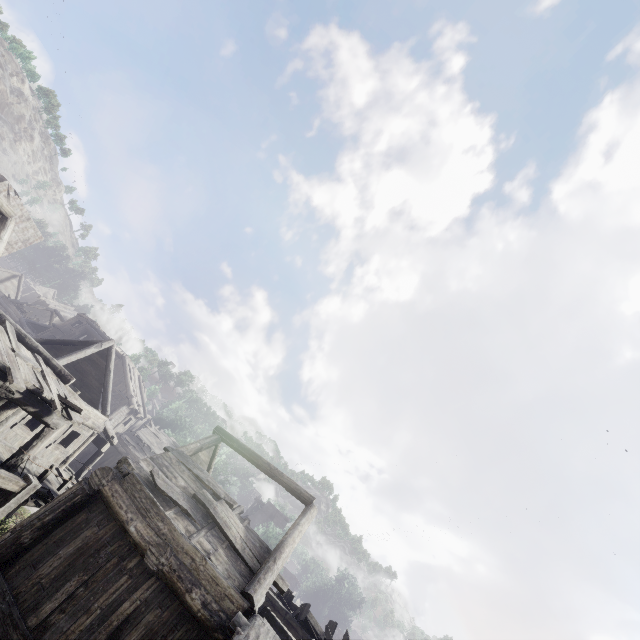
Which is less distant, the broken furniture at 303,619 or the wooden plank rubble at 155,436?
the broken furniture at 303,619

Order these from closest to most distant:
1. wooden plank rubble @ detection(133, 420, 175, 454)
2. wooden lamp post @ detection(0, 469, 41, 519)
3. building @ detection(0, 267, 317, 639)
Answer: wooden lamp post @ detection(0, 469, 41, 519), building @ detection(0, 267, 317, 639), wooden plank rubble @ detection(133, 420, 175, 454)

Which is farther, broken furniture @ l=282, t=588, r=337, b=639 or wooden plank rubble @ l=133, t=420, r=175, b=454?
wooden plank rubble @ l=133, t=420, r=175, b=454

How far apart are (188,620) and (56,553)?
3.4m

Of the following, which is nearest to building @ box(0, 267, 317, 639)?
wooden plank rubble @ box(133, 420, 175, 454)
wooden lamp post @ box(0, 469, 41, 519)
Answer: wooden plank rubble @ box(133, 420, 175, 454)

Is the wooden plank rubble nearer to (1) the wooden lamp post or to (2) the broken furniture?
(2) the broken furniture

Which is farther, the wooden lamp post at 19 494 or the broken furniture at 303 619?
the broken furniture at 303 619

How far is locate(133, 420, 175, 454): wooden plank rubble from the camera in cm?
3064
